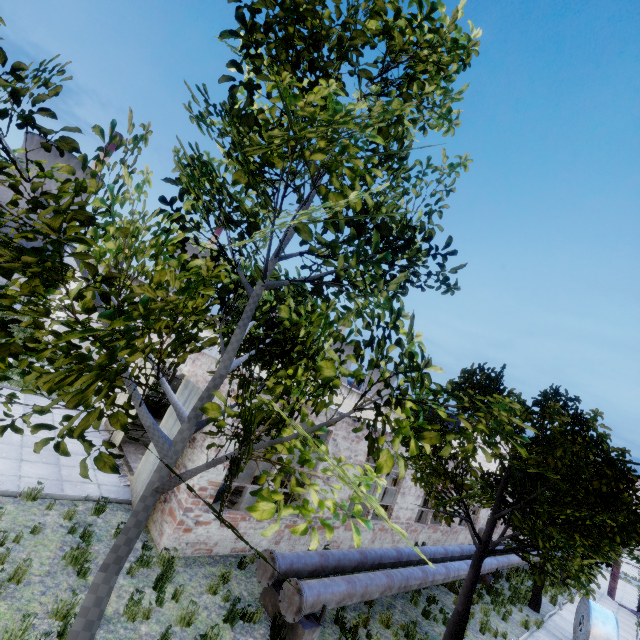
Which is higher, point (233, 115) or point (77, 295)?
point (233, 115)

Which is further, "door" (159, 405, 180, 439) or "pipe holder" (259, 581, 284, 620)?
"door" (159, 405, 180, 439)

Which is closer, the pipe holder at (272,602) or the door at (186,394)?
the pipe holder at (272,602)

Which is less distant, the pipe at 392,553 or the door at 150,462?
the pipe at 392,553

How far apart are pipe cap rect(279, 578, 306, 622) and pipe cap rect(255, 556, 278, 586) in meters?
0.3 m

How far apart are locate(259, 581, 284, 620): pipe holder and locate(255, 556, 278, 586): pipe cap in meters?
0.4 m

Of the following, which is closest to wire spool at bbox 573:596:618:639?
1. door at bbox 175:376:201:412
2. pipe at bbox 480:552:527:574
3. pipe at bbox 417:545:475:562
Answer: pipe at bbox 480:552:527:574
